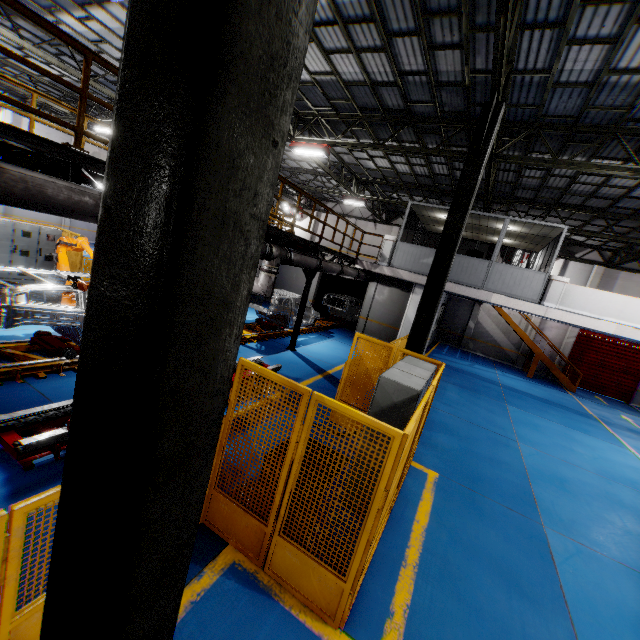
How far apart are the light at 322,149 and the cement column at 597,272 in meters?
19.6

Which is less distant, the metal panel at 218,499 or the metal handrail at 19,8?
the metal panel at 218,499

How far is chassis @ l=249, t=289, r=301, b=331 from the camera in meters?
12.8 m

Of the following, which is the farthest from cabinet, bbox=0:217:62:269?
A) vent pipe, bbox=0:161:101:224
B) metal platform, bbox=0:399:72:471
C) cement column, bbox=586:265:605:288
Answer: cement column, bbox=586:265:605:288

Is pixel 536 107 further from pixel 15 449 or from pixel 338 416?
pixel 15 449

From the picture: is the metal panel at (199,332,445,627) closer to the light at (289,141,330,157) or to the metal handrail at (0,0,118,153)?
the metal handrail at (0,0,118,153)

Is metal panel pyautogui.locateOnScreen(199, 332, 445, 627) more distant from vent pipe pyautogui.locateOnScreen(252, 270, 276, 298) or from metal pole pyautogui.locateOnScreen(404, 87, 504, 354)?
vent pipe pyautogui.locateOnScreen(252, 270, 276, 298)

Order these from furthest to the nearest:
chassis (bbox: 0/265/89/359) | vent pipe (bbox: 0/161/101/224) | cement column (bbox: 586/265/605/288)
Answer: cement column (bbox: 586/265/605/288)
chassis (bbox: 0/265/89/359)
vent pipe (bbox: 0/161/101/224)
